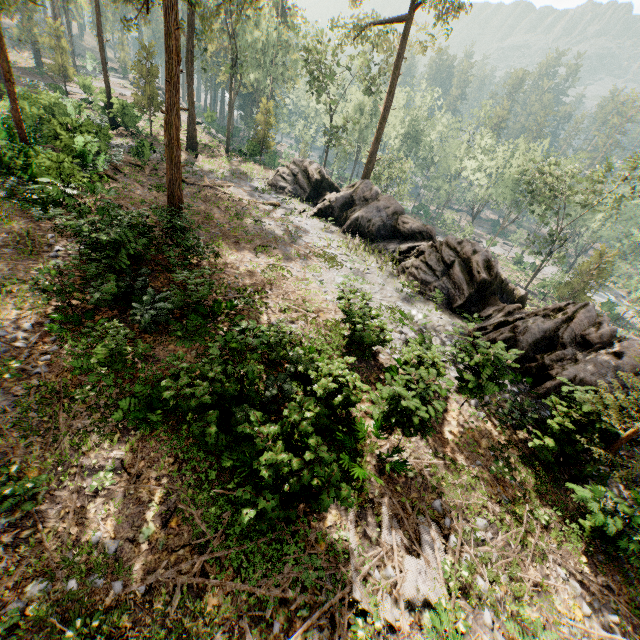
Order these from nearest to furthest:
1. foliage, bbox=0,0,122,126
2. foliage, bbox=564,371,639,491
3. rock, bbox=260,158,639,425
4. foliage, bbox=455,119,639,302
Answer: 1. foliage, bbox=564,371,639,491
2. rock, bbox=260,158,639,425
3. foliage, bbox=0,0,122,126
4. foliage, bbox=455,119,639,302

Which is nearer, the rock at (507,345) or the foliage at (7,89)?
the rock at (507,345)

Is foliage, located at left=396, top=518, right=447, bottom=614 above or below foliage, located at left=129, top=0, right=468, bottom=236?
below

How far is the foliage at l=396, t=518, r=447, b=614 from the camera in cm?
697

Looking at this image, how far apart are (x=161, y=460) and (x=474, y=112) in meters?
72.5

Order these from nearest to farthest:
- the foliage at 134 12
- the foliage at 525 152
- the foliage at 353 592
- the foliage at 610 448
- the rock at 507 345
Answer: the foliage at 353 592 < the foliage at 610 448 < the rock at 507 345 < the foliage at 134 12 < the foliage at 525 152

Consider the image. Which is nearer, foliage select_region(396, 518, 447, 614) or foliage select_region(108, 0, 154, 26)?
foliage select_region(396, 518, 447, 614)
